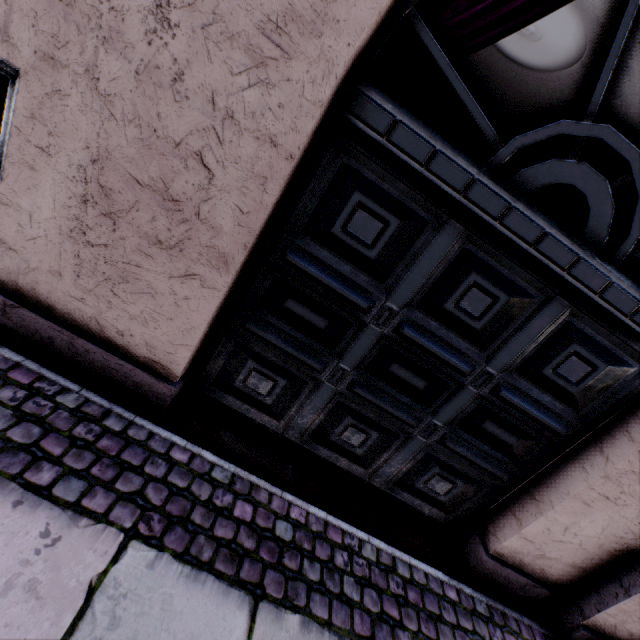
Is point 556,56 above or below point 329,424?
above
